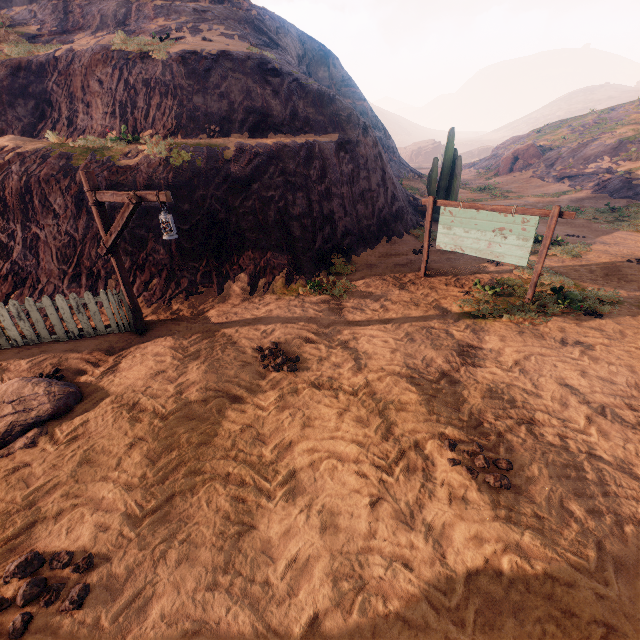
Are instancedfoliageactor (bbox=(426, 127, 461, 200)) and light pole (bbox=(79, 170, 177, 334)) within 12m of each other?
no

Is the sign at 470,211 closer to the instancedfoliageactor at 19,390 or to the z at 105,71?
the z at 105,71

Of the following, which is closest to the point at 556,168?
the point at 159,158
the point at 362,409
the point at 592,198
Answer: the point at 592,198

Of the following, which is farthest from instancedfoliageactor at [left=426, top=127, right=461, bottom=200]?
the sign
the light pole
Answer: the light pole

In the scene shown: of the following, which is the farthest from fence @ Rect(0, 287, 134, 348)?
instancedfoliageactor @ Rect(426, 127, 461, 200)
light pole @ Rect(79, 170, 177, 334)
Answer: instancedfoliageactor @ Rect(426, 127, 461, 200)

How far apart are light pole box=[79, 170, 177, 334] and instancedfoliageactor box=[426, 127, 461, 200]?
13.5m

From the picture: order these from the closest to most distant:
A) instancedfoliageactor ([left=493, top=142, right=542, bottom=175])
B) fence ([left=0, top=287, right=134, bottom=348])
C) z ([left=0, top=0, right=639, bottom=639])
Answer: z ([left=0, top=0, right=639, bottom=639]) → fence ([left=0, top=287, right=134, bottom=348]) → instancedfoliageactor ([left=493, top=142, right=542, bottom=175])

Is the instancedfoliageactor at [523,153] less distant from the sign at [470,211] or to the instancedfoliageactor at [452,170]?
the instancedfoliageactor at [452,170]
